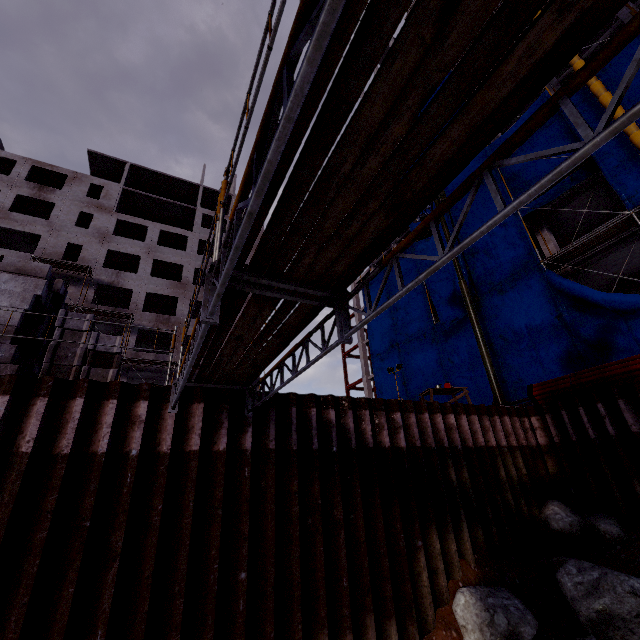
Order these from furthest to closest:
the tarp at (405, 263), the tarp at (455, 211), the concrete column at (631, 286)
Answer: the tarp at (405, 263) → the tarp at (455, 211) → the concrete column at (631, 286)

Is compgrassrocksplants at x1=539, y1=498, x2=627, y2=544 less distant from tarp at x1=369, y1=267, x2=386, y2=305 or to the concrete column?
tarp at x1=369, y1=267, x2=386, y2=305

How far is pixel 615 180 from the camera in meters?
14.9

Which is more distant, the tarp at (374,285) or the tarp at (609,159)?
the tarp at (374,285)

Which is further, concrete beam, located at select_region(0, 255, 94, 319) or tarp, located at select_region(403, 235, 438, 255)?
tarp, located at select_region(403, 235, 438, 255)

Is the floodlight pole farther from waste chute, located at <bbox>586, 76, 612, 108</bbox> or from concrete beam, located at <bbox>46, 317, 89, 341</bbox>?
concrete beam, located at <bbox>46, 317, 89, 341</bbox>

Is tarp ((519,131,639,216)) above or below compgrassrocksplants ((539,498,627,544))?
above

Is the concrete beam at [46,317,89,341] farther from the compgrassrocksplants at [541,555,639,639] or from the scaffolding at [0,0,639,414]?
the compgrassrocksplants at [541,555,639,639]
